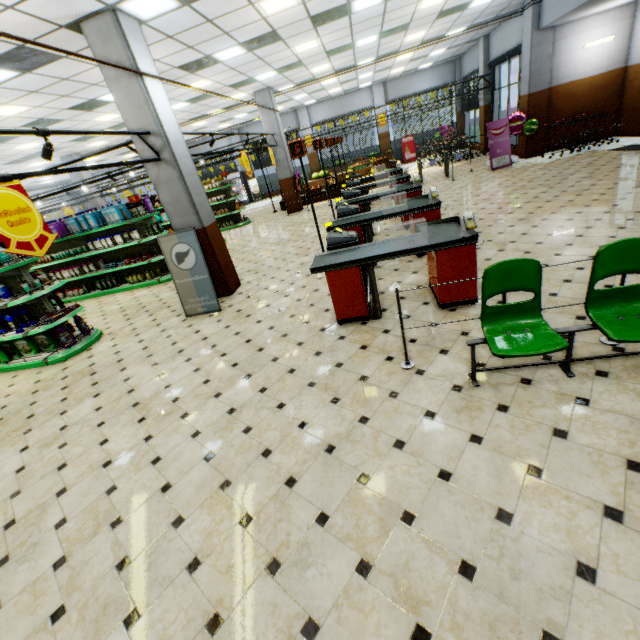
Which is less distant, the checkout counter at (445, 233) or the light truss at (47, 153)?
the light truss at (47, 153)

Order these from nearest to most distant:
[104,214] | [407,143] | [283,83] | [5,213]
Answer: [5,213], [104,214], [283,83], [407,143]

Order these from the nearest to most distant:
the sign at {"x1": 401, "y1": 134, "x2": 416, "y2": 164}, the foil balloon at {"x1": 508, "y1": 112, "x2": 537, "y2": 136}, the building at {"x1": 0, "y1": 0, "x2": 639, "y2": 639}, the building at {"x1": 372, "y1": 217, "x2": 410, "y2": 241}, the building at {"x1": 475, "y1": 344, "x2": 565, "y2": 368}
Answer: the building at {"x1": 0, "y1": 0, "x2": 639, "y2": 639}
the building at {"x1": 475, "y1": 344, "x2": 565, "y2": 368}
the building at {"x1": 372, "y1": 217, "x2": 410, "y2": 241}
the foil balloon at {"x1": 508, "y1": 112, "x2": 537, "y2": 136}
the sign at {"x1": 401, "y1": 134, "x2": 416, "y2": 164}

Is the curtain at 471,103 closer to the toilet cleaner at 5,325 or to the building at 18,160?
the building at 18,160

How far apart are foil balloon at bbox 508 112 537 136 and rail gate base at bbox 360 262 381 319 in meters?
11.8 m

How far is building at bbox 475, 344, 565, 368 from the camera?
3.3 meters

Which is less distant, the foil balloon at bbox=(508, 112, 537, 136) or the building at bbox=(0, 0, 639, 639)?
the building at bbox=(0, 0, 639, 639)
